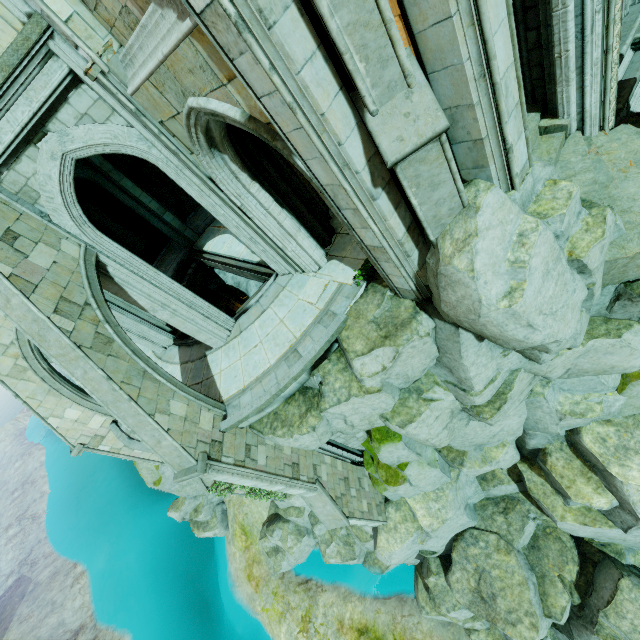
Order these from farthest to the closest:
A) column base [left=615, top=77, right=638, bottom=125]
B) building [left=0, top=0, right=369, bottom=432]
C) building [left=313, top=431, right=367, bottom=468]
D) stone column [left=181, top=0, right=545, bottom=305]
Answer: building [left=313, top=431, right=367, bottom=468] → column base [left=615, top=77, right=638, bottom=125] → building [left=0, top=0, right=369, bottom=432] → stone column [left=181, top=0, right=545, bottom=305]

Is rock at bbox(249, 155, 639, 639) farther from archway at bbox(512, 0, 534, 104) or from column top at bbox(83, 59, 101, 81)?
column top at bbox(83, 59, 101, 81)

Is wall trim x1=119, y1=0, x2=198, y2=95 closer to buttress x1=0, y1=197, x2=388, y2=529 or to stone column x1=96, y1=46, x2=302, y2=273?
stone column x1=96, y1=46, x2=302, y2=273

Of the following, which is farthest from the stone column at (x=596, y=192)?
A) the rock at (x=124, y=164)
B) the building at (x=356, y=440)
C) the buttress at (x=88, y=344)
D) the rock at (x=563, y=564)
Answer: the rock at (x=124, y=164)

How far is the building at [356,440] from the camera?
12.1m

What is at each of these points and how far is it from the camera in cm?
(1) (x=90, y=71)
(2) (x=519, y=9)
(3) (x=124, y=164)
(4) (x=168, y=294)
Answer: (1) column top, 571
(2) archway, 630
(3) rock, 1562
(4) building, 888

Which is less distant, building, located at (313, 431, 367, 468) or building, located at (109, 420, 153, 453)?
building, located at (109, 420, 153, 453)

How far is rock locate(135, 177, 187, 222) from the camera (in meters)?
17.50
